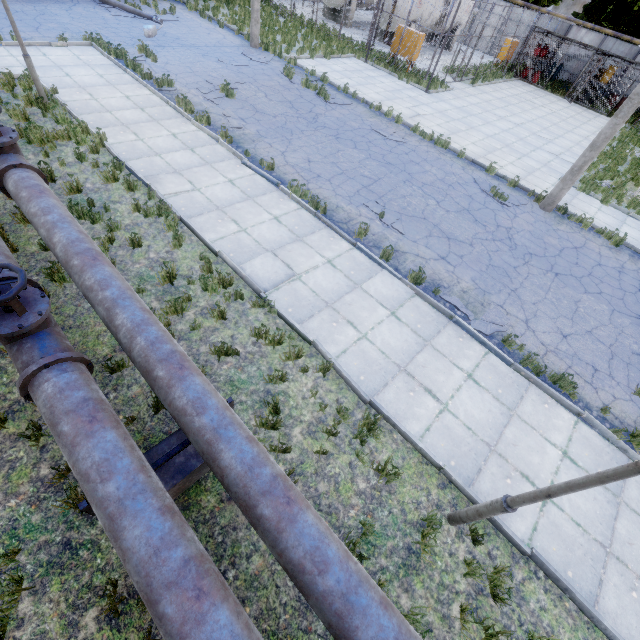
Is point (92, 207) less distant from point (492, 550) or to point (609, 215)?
point (492, 550)

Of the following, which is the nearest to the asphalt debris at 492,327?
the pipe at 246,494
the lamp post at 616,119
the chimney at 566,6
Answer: the pipe at 246,494

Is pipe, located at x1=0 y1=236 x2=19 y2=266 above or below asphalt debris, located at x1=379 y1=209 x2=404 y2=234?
above

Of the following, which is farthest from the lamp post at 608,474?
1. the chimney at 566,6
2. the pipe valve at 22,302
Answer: the chimney at 566,6

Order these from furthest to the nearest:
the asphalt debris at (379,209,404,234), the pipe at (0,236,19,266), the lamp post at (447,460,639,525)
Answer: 1. the asphalt debris at (379,209,404,234)
2. the pipe at (0,236,19,266)
3. the lamp post at (447,460,639,525)

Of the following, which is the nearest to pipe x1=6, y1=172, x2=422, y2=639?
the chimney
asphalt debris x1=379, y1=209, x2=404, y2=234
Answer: asphalt debris x1=379, y1=209, x2=404, y2=234

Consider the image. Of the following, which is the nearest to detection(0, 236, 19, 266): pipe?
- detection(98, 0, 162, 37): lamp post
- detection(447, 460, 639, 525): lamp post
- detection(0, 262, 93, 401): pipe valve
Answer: detection(0, 262, 93, 401): pipe valve

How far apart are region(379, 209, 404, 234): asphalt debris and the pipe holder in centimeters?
693cm
